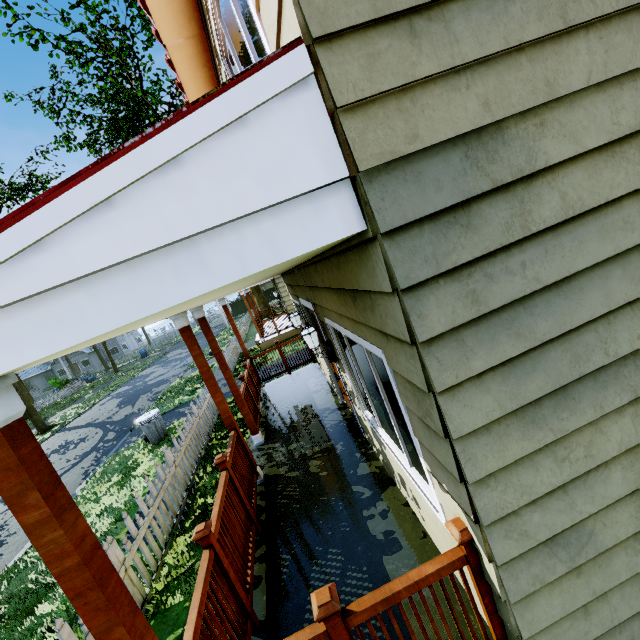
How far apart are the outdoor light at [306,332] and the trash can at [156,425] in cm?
715

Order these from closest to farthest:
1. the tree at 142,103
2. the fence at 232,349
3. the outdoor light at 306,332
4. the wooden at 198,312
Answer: the outdoor light at 306,332, the wooden at 198,312, the fence at 232,349, the tree at 142,103

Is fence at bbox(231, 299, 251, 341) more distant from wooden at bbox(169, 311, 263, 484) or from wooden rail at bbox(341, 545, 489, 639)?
wooden rail at bbox(341, 545, 489, 639)

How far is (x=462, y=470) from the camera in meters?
1.5 m

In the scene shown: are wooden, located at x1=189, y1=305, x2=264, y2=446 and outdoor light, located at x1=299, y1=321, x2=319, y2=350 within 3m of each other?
yes

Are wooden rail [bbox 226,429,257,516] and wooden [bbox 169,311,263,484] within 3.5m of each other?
yes

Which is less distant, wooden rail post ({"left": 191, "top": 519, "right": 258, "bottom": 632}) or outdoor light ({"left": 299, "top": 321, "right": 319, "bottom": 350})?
wooden rail post ({"left": 191, "top": 519, "right": 258, "bottom": 632})

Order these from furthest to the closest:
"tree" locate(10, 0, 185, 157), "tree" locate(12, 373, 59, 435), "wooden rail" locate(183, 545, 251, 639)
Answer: "tree" locate(12, 373, 59, 435) → "tree" locate(10, 0, 185, 157) → "wooden rail" locate(183, 545, 251, 639)
